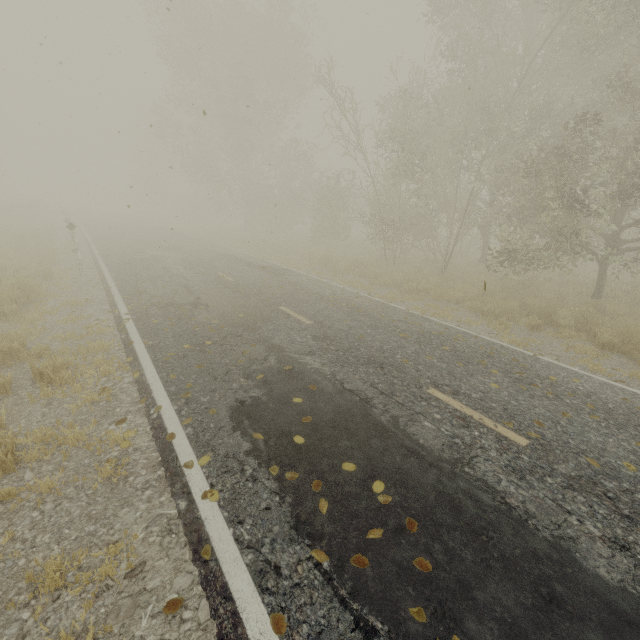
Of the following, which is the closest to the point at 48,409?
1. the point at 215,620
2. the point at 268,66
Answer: the point at 215,620

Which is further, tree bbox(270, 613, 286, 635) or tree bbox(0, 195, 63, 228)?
tree bbox(0, 195, 63, 228)

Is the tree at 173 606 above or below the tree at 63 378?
below

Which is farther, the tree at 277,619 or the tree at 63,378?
the tree at 63,378

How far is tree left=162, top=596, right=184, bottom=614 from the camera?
2.4 meters

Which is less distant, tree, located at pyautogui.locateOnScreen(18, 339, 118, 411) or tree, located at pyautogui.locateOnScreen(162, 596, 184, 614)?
tree, located at pyautogui.locateOnScreen(162, 596, 184, 614)
